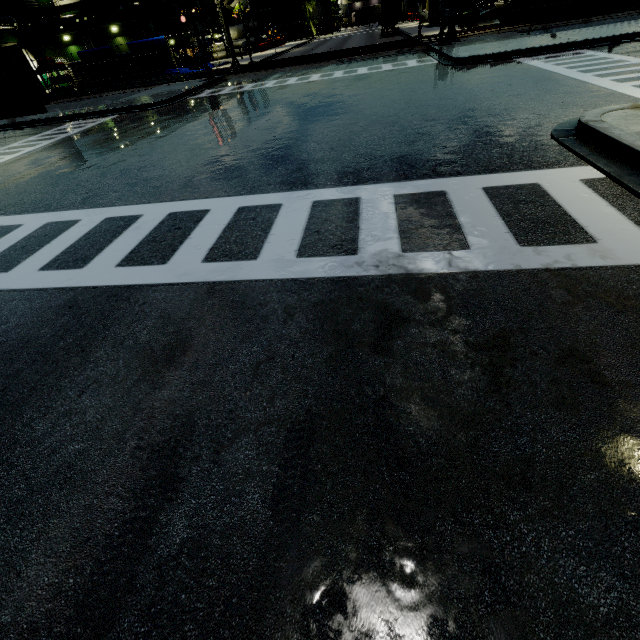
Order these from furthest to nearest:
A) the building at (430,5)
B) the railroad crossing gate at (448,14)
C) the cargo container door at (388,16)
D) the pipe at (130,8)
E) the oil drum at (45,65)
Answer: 1. the building at (430,5)
2. the cargo container door at (388,16)
3. the pipe at (130,8)
4. the oil drum at (45,65)
5. the railroad crossing gate at (448,14)

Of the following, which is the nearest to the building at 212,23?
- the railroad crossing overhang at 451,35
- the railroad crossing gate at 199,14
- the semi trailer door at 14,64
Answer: the railroad crossing overhang at 451,35

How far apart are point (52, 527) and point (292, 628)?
1.8m

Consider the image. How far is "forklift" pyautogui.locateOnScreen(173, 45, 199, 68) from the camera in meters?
38.8

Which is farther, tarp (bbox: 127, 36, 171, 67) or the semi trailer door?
tarp (bbox: 127, 36, 171, 67)

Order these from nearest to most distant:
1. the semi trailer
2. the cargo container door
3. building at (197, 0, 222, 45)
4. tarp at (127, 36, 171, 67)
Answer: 1. the semi trailer
2. tarp at (127, 36, 171, 67)
3. the cargo container door
4. building at (197, 0, 222, 45)

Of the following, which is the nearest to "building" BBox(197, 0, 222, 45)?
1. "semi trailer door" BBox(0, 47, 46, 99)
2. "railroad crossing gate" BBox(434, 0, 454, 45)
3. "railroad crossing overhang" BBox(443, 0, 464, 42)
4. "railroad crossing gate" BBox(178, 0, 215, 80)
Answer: "railroad crossing gate" BBox(434, 0, 454, 45)

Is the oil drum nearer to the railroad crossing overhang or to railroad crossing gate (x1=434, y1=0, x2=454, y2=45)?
the railroad crossing overhang
